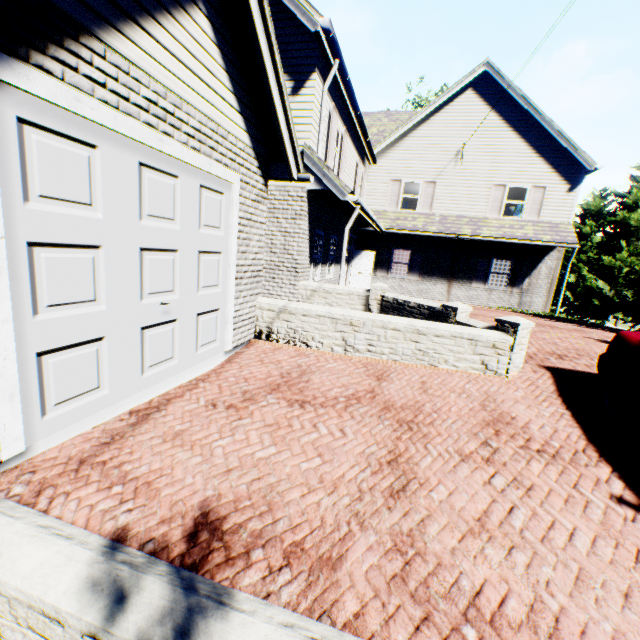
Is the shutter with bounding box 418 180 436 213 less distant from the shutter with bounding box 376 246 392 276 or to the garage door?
the shutter with bounding box 376 246 392 276

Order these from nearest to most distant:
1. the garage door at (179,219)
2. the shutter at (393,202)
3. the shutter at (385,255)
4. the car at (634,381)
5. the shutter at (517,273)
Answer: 1. the garage door at (179,219)
2. the car at (634,381)
3. the shutter at (517,273)
4. the shutter at (393,202)
5. the shutter at (385,255)

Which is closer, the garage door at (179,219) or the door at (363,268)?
the garage door at (179,219)

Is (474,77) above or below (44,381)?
above

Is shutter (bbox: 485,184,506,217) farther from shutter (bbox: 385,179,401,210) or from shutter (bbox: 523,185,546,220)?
shutter (bbox: 385,179,401,210)

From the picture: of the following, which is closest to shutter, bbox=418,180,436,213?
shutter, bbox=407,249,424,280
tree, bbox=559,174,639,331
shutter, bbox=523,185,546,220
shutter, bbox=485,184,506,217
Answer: shutter, bbox=407,249,424,280

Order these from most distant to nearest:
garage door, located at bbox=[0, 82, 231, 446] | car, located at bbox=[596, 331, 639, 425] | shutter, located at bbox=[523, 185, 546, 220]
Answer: shutter, located at bbox=[523, 185, 546, 220] → car, located at bbox=[596, 331, 639, 425] → garage door, located at bbox=[0, 82, 231, 446]

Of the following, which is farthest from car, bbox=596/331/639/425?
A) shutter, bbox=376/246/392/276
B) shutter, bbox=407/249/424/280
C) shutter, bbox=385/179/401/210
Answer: shutter, bbox=385/179/401/210
